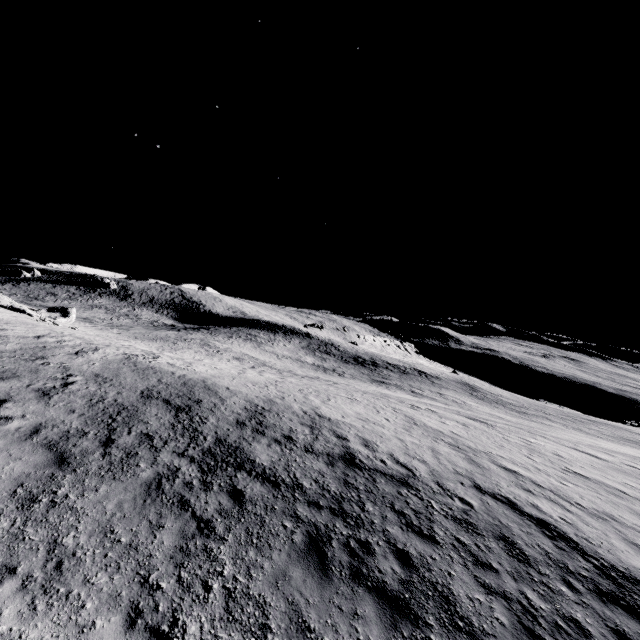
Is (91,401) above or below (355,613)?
above
